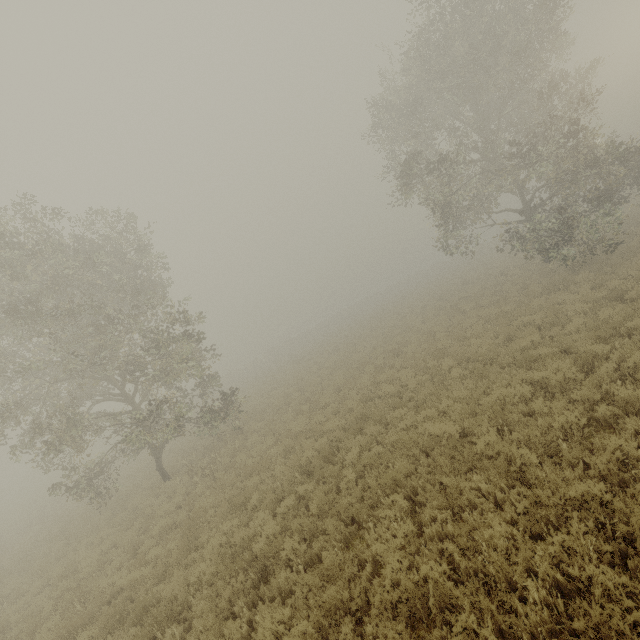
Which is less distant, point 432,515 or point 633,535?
point 633,535
